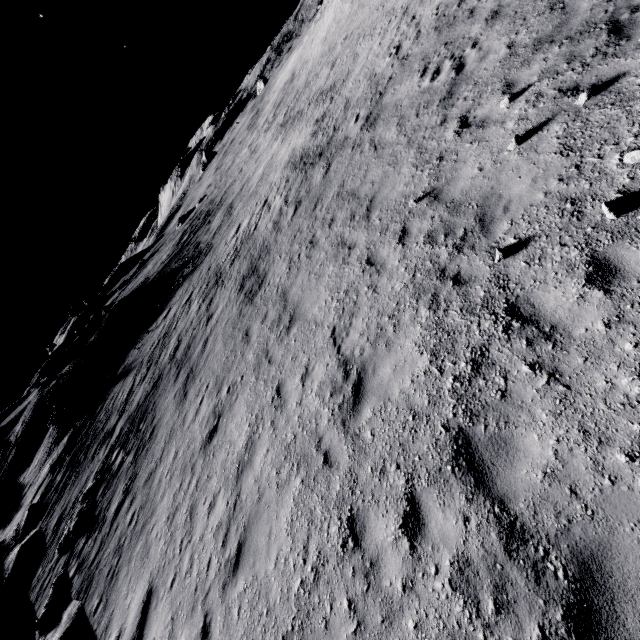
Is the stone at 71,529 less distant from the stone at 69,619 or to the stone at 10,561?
the stone at 69,619

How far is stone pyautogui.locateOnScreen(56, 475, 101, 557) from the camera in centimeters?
1351cm

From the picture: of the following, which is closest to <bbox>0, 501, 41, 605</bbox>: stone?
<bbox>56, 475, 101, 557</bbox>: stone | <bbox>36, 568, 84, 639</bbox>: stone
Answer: <bbox>56, 475, 101, 557</bbox>: stone

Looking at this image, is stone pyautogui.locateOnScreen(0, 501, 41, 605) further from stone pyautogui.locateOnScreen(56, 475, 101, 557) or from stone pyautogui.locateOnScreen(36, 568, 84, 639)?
stone pyautogui.locateOnScreen(36, 568, 84, 639)

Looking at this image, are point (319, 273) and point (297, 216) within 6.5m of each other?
yes

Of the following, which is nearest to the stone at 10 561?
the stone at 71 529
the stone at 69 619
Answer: the stone at 71 529
